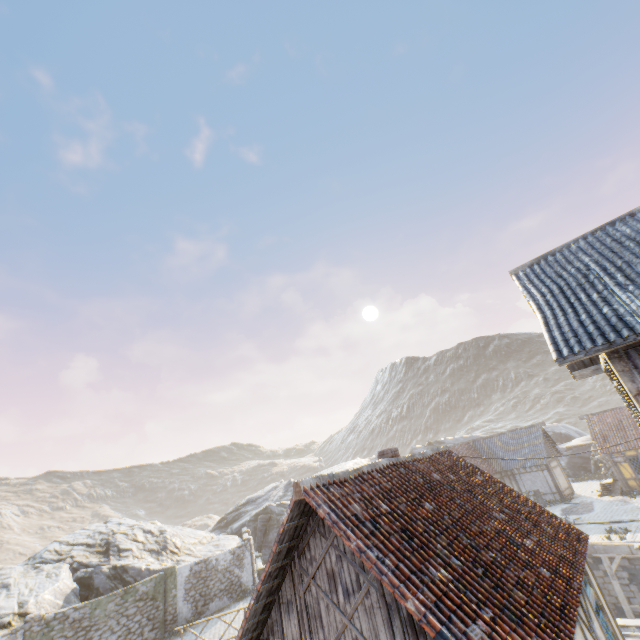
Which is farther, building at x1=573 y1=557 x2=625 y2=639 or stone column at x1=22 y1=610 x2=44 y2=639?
stone column at x1=22 y1=610 x2=44 y2=639

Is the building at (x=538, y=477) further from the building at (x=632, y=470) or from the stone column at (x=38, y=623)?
the stone column at (x=38, y=623)

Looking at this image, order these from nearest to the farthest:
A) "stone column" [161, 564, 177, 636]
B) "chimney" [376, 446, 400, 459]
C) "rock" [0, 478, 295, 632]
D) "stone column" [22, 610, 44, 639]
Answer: "chimney" [376, 446, 400, 459]
"stone column" [22, 610, 44, 639]
"rock" [0, 478, 295, 632]
"stone column" [161, 564, 177, 636]

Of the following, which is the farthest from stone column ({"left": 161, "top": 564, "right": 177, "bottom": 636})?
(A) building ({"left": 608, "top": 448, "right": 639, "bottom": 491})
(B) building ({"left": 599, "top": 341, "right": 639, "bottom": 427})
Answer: (A) building ({"left": 608, "top": 448, "right": 639, "bottom": 491})

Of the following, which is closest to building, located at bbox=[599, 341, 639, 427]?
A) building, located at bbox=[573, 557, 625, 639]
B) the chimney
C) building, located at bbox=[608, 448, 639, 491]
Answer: building, located at bbox=[573, 557, 625, 639]

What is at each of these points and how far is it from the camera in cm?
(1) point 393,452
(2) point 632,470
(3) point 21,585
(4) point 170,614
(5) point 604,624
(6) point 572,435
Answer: (1) chimney, 990
(2) building, 2370
(3) rock, 1744
(4) stone column, 1852
(5) building, 687
(6) rock, 4466

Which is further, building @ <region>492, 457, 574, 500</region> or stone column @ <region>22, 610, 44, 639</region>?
building @ <region>492, 457, 574, 500</region>

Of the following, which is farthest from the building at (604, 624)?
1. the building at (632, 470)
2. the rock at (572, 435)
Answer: the building at (632, 470)
